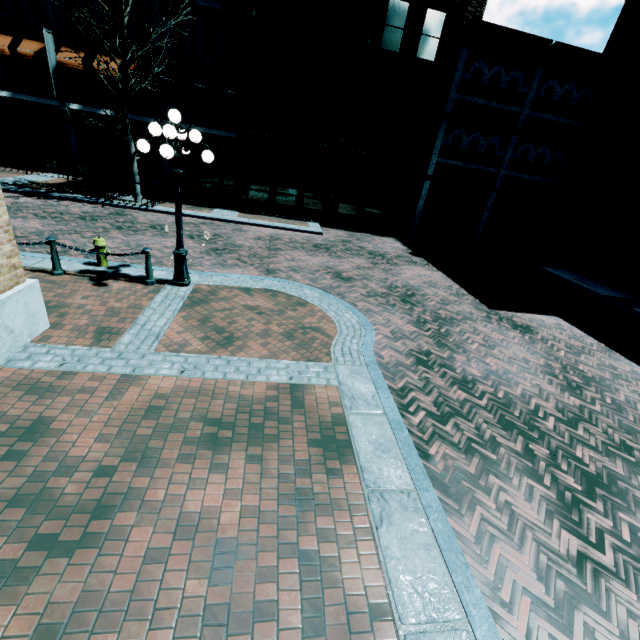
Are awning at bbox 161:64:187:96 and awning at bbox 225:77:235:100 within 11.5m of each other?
yes

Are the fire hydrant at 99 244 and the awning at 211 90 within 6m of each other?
no

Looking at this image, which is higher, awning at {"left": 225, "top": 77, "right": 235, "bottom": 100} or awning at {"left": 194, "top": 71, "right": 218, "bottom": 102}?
awning at {"left": 225, "top": 77, "right": 235, "bottom": 100}

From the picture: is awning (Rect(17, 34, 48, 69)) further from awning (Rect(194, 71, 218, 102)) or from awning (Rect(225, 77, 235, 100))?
awning (Rect(225, 77, 235, 100))

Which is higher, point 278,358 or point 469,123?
point 469,123

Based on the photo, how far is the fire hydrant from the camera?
7.82m

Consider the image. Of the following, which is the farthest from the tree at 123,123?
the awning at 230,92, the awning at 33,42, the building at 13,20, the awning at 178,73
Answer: the awning at 33,42

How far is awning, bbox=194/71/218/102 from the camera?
17.3m
